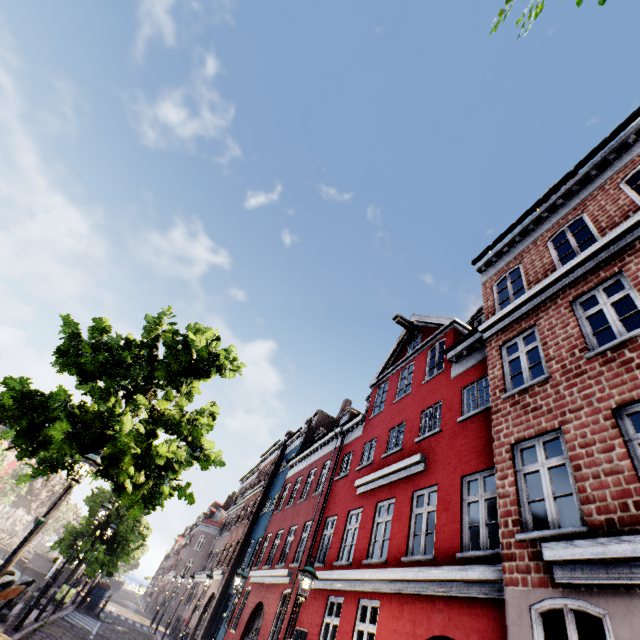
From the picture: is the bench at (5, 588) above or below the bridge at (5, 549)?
above

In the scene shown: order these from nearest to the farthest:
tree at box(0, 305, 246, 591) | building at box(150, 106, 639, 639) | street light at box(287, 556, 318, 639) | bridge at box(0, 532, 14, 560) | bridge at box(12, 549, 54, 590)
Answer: building at box(150, 106, 639, 639)
street light at box(287, 556, 318, 639)
tree at box(0, 305, 246, 591)
bridge at box(12, 549, 54, 590)
bridge at box(0, 532, 14, 560)

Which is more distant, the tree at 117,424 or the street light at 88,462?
the tree at 117,424

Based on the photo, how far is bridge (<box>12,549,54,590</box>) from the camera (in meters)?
30.47

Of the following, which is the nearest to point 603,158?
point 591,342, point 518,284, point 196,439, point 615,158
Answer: point 615,158

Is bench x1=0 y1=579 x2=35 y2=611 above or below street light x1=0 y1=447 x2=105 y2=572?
below

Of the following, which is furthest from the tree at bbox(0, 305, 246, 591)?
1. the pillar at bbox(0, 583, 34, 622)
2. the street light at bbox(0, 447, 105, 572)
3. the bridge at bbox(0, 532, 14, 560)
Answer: the pillar at bbox(0, 583, 34, 622)

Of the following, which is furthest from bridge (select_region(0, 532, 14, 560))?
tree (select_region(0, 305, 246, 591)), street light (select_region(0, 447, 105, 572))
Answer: street light (select_region(0, 447, 105, 572))
